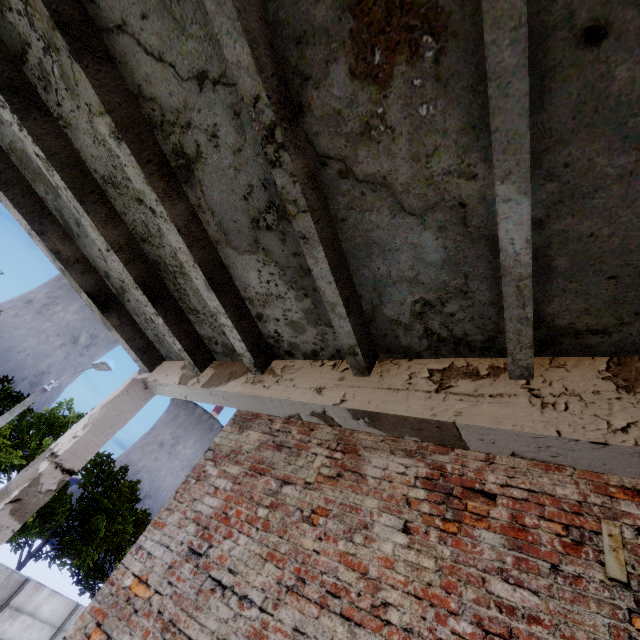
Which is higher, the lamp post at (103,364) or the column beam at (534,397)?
the lamp post at (103,364)

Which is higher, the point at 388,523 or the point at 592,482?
the point at 592,482

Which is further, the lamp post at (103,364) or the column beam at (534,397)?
the lamp post at (103,364)

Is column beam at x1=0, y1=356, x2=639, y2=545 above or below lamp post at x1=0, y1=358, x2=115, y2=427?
below

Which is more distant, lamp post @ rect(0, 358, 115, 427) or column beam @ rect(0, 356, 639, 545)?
lamp post @ rect(0, 358, 115, 427)
